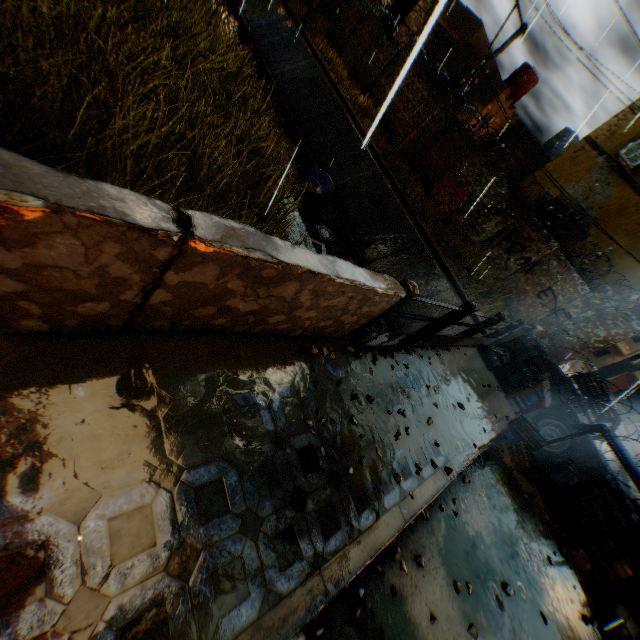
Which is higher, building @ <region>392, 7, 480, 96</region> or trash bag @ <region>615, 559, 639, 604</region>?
building @ <region>392, 7, 480, 96</region>

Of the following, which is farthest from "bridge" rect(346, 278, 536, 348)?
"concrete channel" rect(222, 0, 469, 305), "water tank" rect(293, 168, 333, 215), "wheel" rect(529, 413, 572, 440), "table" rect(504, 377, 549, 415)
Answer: "water tank" rect(293, 168, 333, 215)

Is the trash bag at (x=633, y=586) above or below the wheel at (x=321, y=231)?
above

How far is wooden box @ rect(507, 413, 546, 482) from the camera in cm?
592

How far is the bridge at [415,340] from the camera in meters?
3.8

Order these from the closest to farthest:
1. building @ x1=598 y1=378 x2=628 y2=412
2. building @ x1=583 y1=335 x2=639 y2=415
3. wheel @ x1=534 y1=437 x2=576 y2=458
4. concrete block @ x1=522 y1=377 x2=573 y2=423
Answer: wheel @ x1=534 y1=437 x2=576 y2=458
concrete block @ x1=522 y1=377 x2=573 y2=423
building @ x1=583 y1=335 x2=639 y2=415
building @ x1=598 y1=378 x2=628 y2=412

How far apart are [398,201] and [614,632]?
13.46m

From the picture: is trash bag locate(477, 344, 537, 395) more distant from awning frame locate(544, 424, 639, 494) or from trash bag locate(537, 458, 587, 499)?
awning frame locate(544, 424, 639, 494)
